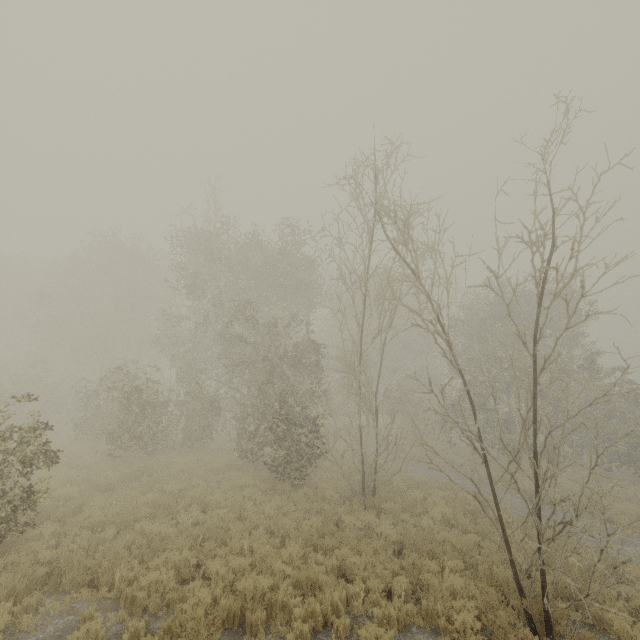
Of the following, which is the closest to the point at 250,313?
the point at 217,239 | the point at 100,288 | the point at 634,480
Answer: the point at 217,239
